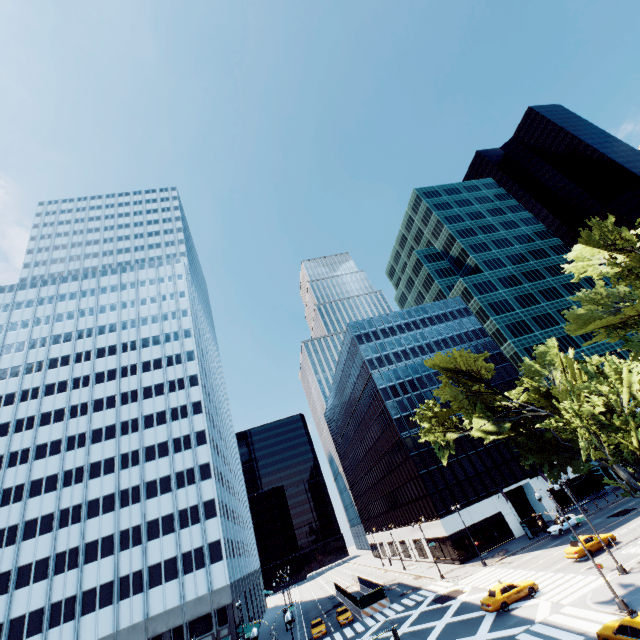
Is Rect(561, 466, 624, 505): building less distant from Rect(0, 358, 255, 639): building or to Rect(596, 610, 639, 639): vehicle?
Rect(0, 358, 255, 639): building

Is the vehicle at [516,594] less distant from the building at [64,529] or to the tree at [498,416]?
the tree at [498,416]

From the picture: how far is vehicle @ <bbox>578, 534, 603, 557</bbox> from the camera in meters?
31.1 m

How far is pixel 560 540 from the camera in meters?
40.0

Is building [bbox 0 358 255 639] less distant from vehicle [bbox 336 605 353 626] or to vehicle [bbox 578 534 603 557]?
vehicle [bbox 336 605 353 626]

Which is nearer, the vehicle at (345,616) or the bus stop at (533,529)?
the vehicle at (345,616)

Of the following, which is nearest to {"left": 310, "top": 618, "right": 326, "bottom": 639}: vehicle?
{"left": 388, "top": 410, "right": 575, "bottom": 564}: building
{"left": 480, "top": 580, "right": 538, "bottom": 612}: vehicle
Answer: {"left": 388, "top": 410, "right": 575, "bottom": 564}: building

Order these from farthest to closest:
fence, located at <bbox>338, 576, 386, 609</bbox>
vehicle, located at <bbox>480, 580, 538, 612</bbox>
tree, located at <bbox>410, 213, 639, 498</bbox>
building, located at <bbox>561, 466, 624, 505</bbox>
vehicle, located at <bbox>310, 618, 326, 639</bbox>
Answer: building, located at <bbox>561, 466, 624, 505</bbox>
fence, located at <bbox>338, 576, 386, 609</bbox>
vehicle, located at <bbox>310, 618, 326, 639</bbox>
vehicle, located at <bbox>480, 580, 538, 612</bbox>
tree, located at <bbox>410, 213, 639, 498</bbox>
